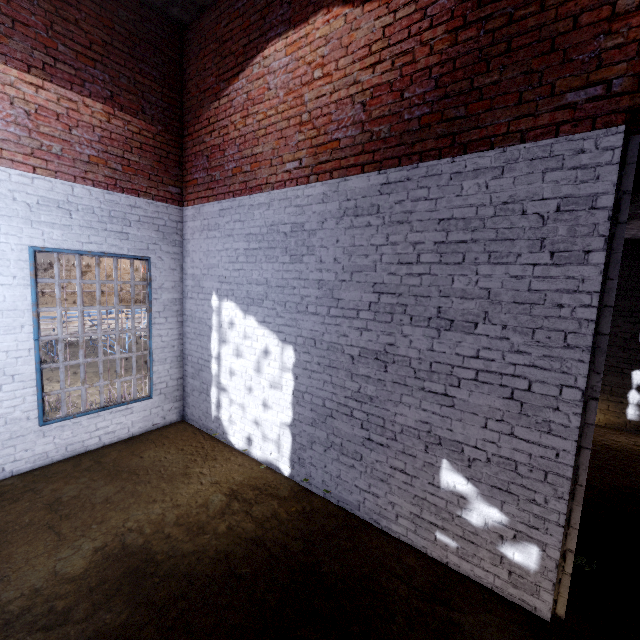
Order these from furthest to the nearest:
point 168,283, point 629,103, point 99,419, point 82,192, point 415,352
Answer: point 168,283 → point 99,419 → point 82,192 → point 415,352 → point 629,103
